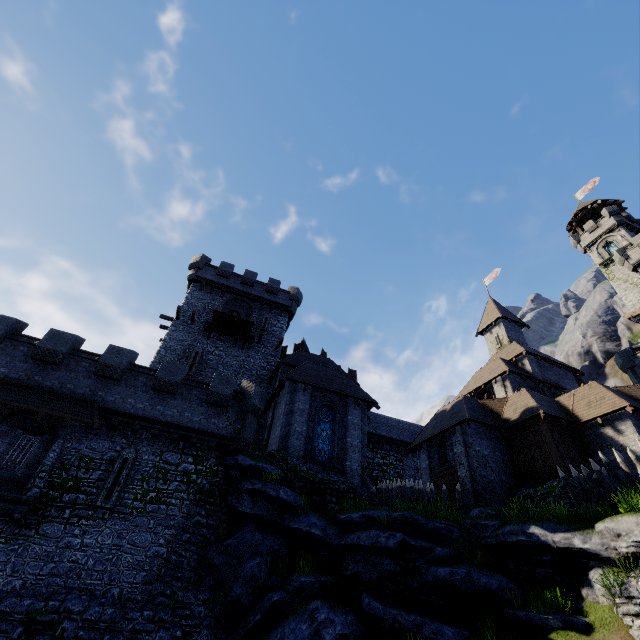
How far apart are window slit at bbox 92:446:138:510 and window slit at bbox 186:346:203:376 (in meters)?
8.87

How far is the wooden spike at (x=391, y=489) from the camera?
18.0 meters

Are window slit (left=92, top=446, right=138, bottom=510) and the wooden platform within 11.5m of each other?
no

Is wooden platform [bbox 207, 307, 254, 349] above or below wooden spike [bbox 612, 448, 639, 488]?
above

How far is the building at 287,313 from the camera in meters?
20.5

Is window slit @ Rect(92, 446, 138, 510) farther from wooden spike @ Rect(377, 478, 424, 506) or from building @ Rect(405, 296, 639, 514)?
building @ Rect(405, 296, 639, 514)

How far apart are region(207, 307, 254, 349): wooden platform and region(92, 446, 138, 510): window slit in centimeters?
1227cm

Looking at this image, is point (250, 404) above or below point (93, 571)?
above
